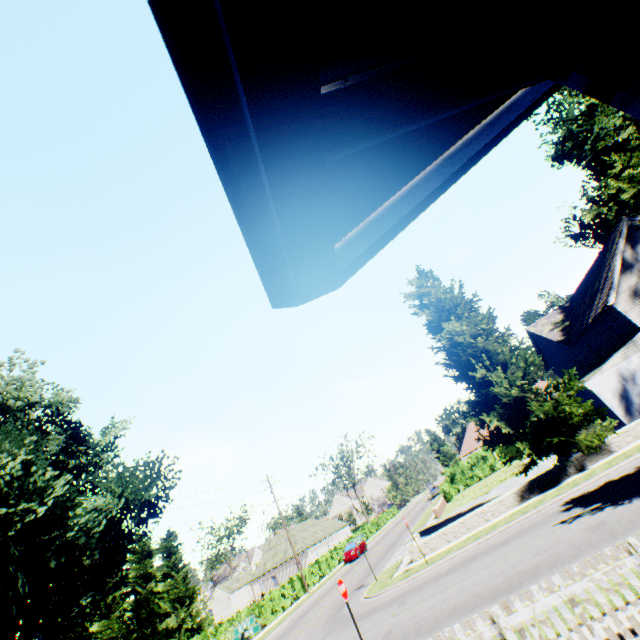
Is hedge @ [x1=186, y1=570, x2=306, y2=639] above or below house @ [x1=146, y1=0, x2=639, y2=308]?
below

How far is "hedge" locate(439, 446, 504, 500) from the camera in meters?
40.3

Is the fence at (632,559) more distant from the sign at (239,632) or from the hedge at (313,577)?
Answer: the hedge at (313,577)

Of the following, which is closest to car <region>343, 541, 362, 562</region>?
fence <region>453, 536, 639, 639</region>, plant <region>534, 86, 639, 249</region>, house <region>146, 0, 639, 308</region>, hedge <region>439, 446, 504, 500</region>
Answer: hedge <region>439, 446, 504, 500</region>

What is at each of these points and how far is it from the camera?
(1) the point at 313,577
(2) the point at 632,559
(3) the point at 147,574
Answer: (1) hedge, 34.81m
(2) fence, 5.11m
(3) tree, 36.12m

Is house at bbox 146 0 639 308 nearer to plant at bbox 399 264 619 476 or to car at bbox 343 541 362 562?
plant at bbox 399 264 619 476

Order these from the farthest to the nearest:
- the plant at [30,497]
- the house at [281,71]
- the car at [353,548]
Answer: the car at [353,548], the plant at [30,497], the house at [281,71]

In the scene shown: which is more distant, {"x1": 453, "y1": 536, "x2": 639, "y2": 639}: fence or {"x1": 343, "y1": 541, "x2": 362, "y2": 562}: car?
{"x1": 343, "y1": 541, "x2": 362, "y2": 562}: car
